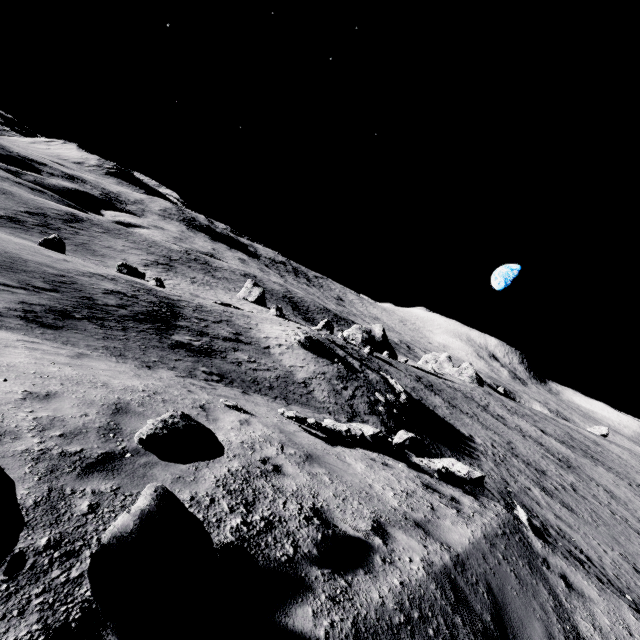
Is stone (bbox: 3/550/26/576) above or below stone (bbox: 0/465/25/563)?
below

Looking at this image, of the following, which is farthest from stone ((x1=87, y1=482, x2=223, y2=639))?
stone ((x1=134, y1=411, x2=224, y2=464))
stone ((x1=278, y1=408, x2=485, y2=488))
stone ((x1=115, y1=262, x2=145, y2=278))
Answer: stone ((x1=115, y1=262, x2=145, y2=278))

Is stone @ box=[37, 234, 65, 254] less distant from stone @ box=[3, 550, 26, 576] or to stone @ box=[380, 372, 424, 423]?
stone @ box=[380, 372, 424, 423]

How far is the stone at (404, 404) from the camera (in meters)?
27.77

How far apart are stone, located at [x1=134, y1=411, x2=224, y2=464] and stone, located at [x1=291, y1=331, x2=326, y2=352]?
→ 25.03m

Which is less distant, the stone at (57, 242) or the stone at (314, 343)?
the stone at (314, 343)

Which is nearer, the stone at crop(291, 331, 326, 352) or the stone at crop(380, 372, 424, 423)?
the stone at crop(380, 372, 424, 423)

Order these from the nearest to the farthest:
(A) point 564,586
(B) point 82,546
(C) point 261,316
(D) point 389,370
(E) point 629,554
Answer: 1. (B) point 82,546
2. (A) point 564,586
3. (E) point 629,554
4. (C) point 261,316
5. (D) point 389,370
